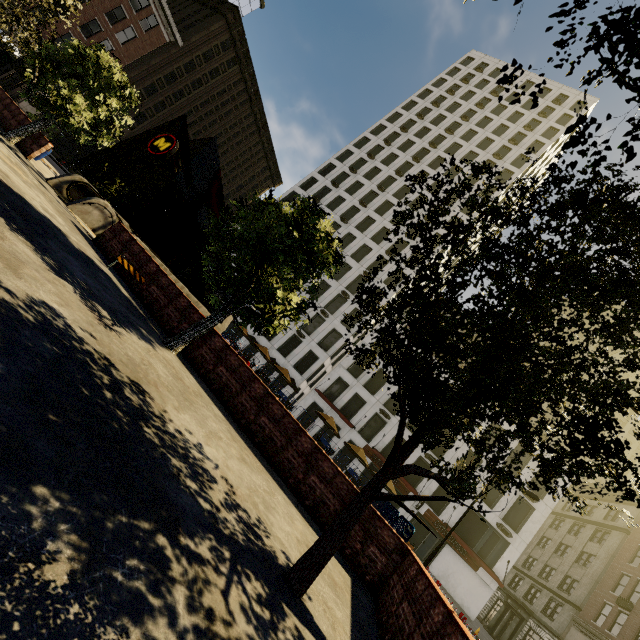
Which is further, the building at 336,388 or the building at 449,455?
the building at 336,388

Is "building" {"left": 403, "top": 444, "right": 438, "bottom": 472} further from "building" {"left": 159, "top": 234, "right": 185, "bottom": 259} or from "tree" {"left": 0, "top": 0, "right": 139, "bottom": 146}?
"building" {"left": 159, "top": 234, "right": 185, "bottom": 259}

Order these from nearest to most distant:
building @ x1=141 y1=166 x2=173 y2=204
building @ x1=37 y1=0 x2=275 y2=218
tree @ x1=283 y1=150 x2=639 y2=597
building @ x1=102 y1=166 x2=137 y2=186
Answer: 1. tree @ x1=283 y1=150 x2=639 y2=597
2. building @ x1=37 y1=0 x2=275 y2=218
3. building @ x1=102 y1=166 x2=137 y2=186
4. building @ x1=141 y1=166 x2=173 y2=204

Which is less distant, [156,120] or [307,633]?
[307,633]

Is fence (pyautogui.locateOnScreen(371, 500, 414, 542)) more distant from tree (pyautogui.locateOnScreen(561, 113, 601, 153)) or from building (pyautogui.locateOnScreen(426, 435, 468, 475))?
building (pyautogui.locateOnScreen(426, 435, 468, 475))

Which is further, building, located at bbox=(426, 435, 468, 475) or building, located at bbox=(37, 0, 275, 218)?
building, located at bbox=(37, 0, 275, 218)

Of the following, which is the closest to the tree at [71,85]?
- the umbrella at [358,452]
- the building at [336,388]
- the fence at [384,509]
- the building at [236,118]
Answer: the fence at [384,509]

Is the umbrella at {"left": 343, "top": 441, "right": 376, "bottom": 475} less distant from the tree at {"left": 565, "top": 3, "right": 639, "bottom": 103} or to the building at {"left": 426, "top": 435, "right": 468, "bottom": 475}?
the building at {"left": 426, "top": 435, "right": 468, "bottom": 475}
